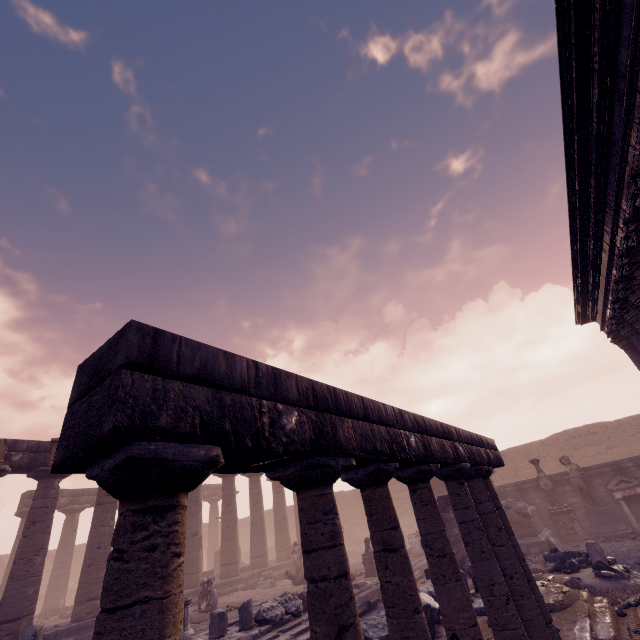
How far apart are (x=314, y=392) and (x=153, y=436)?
1.2m

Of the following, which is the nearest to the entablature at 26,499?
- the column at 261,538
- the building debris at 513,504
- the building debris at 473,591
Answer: the column at 261,538

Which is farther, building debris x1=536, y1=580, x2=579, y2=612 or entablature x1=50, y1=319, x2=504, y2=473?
building debris x1=536, y1=580, x2=579, y2=612

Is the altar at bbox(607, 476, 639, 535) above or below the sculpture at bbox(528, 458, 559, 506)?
below

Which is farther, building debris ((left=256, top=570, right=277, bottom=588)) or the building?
building debris ((left=256, top=570, right=277, bottom=588))

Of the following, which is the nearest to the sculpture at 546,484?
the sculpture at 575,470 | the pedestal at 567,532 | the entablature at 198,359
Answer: the pedestal at 567,532

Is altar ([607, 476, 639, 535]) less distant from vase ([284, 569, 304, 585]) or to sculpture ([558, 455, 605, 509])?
sculpture ([558, 455, 605, 509])

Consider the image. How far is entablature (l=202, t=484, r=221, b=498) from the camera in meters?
28.8 m
